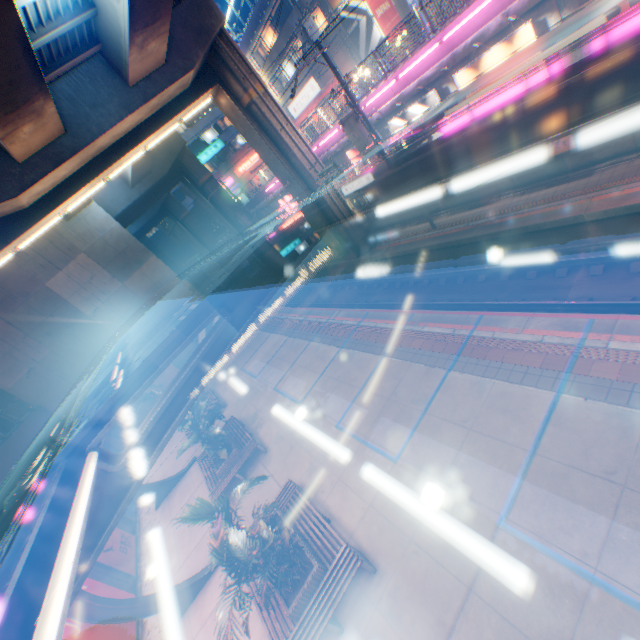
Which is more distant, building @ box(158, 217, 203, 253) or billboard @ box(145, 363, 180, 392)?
building @ box(158, 217, 203, 253)

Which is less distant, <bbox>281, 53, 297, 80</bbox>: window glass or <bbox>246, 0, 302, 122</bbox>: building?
<bbox>246, 0, 302, 122</bbox>: building

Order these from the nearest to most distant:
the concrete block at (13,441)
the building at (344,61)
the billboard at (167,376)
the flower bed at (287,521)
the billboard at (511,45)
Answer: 1. the flower bed at (287,521)
2. the billboard at (511,45)
3. the concrete block at (13,441)
4. the billboard at (167,376)
5. the building at (344,61)

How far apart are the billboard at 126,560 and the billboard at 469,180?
21.6m

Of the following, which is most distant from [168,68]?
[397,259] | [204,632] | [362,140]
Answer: [204,632]

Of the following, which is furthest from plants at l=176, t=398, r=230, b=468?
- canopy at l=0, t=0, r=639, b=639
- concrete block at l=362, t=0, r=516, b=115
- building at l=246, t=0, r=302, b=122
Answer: building at l=246, t=0, r=302, b=122

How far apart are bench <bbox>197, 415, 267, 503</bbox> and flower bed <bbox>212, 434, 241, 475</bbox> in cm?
1

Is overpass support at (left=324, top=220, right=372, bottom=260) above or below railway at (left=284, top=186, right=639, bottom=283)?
above
